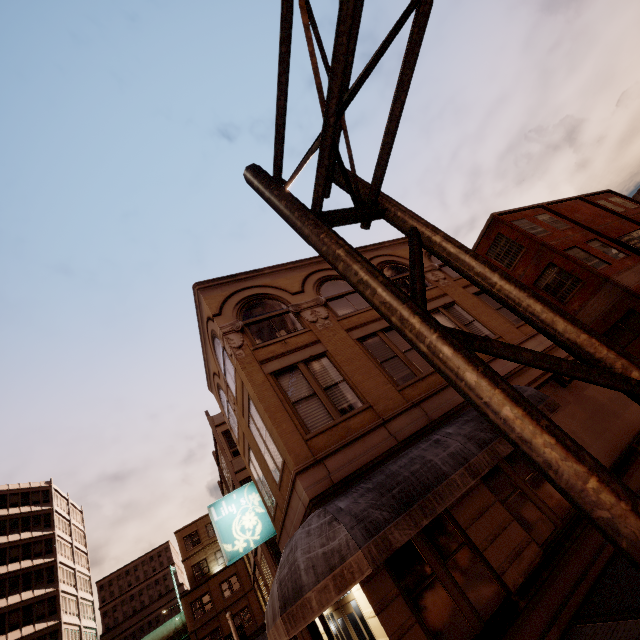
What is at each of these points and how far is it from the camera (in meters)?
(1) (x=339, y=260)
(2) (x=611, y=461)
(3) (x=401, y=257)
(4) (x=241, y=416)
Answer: (1) sign, 5.18
(2) building, 9.86
(3) building, 16.48
(4) building, 12.20

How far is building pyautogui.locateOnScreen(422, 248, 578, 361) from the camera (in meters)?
13.00

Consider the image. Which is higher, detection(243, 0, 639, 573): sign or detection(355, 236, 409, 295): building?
detection(355, 236, 409, 295): building

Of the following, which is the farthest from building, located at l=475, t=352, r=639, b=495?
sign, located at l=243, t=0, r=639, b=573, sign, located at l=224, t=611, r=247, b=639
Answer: sign, located at l=243, t=0, r=639, b=573

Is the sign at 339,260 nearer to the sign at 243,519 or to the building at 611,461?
the building at 611,461

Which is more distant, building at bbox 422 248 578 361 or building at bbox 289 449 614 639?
building at bbox 422 248 578 361

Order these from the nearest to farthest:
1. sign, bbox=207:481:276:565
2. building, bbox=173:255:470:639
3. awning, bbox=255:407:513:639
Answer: awning, bbox=255:407:513:639, building, bbox=173:255:470:639, sign, bbox=207:481:276:565

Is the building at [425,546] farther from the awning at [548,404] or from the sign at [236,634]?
the sign at [236,634]
